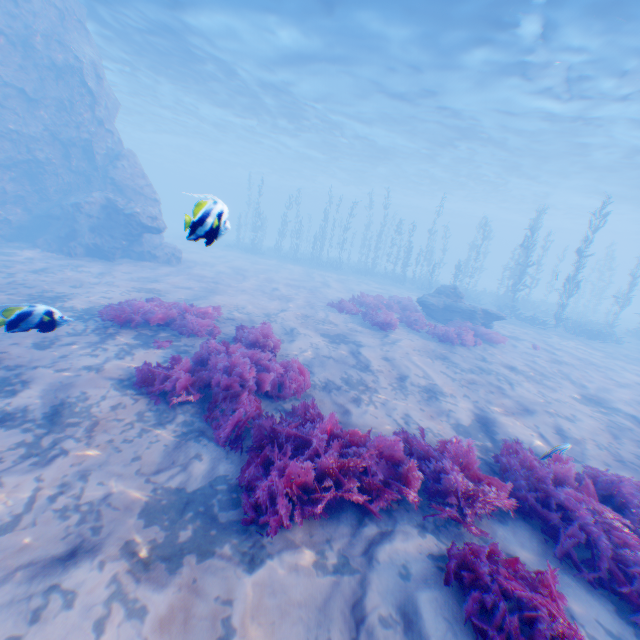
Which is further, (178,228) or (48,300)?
(178,228)

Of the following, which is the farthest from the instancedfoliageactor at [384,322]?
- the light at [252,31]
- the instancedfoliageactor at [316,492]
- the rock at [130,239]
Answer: the light at [252,31]

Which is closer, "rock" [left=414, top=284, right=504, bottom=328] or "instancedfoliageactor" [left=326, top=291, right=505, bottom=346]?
"instancedfoliageactor" [left=326, top=291, right=505, bottom=346]

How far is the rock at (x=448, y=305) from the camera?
15.9m

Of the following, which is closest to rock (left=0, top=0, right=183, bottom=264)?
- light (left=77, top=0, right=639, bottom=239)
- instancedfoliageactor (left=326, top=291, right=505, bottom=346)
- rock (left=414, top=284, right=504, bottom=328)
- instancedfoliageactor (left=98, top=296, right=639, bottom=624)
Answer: light (left=77, top=0, right=639, bottom=239)

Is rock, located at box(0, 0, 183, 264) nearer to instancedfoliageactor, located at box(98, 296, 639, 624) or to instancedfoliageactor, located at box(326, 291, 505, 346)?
instancedfoliageactor, located at box(98, 296, 639, 624)

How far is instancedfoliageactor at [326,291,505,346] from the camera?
12.60m
